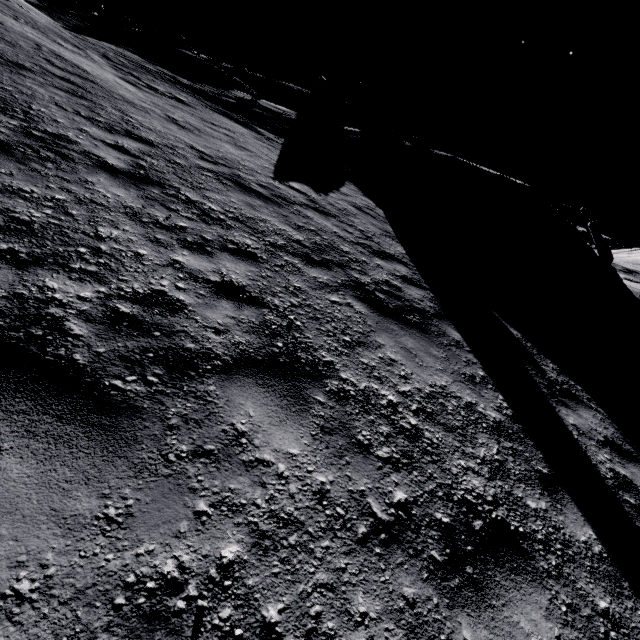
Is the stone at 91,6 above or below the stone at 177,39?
below

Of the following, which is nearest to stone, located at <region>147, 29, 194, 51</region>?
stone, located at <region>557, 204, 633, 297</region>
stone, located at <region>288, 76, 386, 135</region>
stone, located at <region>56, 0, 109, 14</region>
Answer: stone, located at <region>56, 0, 109, 14</region>

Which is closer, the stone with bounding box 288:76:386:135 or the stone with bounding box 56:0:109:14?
the stone with bounding box 56:0:109:14

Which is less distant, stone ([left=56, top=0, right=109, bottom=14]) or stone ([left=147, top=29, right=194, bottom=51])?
stone ([left=56, top=0, right=109, bottom=14])

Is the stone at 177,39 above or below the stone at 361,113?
below

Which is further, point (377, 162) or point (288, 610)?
point (377, 162)
